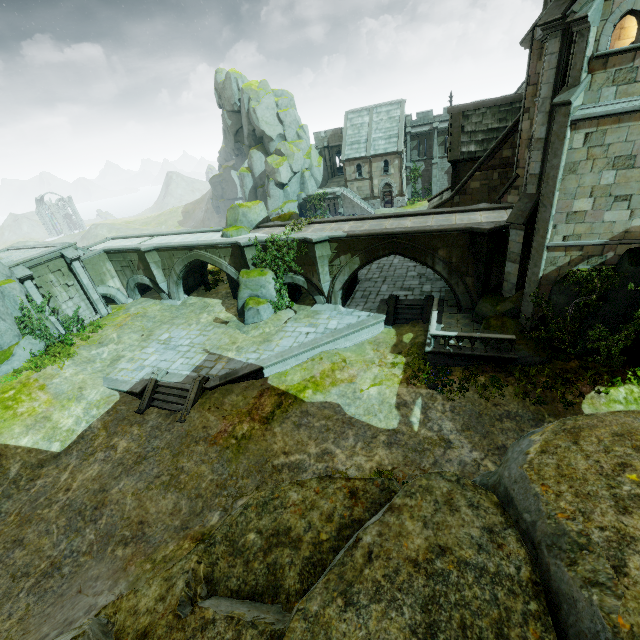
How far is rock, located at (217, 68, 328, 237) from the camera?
25.0 meters

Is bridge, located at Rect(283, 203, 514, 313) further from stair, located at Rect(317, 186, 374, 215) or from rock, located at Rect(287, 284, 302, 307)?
stair, located at Rect(317, 186, 374, 215)

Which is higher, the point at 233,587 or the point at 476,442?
the point at 233,587

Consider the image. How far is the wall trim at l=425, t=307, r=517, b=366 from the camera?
15.12m

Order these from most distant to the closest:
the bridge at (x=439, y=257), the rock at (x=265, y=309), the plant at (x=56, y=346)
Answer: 1. the rock at (x=265, y=309)
2. the plant at (x=56, y=346)
3. the bridge at (x=439, y=257)

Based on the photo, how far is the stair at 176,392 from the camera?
16.73m

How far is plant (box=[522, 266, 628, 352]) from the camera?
12.66m

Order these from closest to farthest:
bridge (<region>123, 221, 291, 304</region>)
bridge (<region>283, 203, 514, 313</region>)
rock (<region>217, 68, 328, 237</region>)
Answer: bridge (<region>283, 203, 514, 313</region>) → bridge (<region>123, 221, 291, 304</region>) → rock (<region>217, 68, 328, 237</region>)
